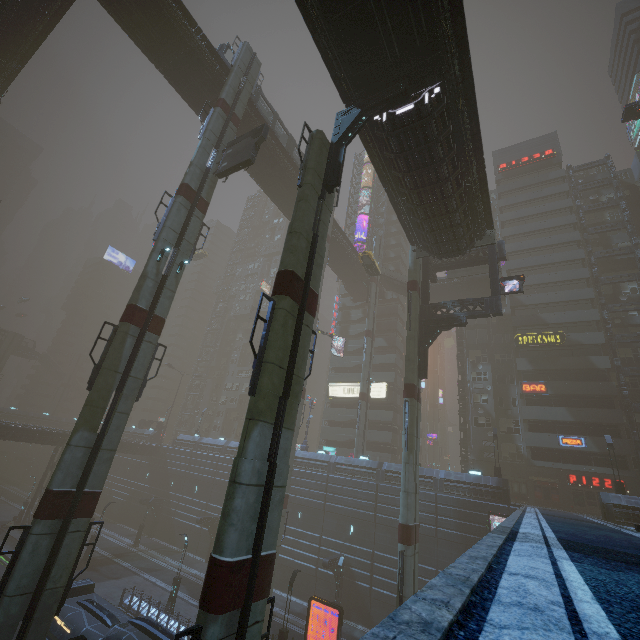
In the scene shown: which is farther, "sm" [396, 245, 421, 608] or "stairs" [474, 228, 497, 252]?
"stairs" [474, 228, 497, 252]

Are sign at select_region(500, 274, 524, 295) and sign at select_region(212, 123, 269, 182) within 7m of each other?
no

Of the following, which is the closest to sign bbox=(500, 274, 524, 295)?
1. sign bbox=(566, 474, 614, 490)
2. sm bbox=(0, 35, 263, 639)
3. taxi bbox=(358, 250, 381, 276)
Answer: sm bbox=(0, 35, 263, 639)

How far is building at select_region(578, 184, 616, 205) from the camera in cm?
4653

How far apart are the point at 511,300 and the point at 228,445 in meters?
45.1 m

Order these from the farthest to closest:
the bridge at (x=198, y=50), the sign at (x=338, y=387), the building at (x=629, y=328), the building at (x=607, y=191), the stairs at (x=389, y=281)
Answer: the sign at (x=338, y=387), the stairs at (x=389, y=281), the building at (x=607, y=191), the building at (x=629, y=328), the bridge at (x=198, y=50)

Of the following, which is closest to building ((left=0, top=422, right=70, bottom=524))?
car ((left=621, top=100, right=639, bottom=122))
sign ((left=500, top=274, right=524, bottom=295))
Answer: car ((left=621, top=100, right=639, bottom=122))

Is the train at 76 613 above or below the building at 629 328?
below
